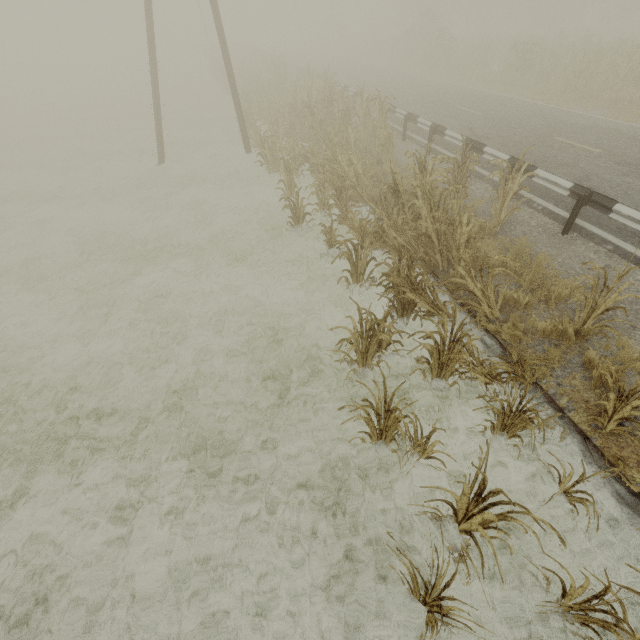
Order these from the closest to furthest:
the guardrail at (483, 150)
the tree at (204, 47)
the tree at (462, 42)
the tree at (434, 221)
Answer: the tree at (434, 221), the guardrail at (483, 150), the tree at (462, 42), the tree at (204, 47)

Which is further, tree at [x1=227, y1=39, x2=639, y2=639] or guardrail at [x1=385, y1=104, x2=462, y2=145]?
guardrail at [x1=385, y1=104, x2=462, y2=145]

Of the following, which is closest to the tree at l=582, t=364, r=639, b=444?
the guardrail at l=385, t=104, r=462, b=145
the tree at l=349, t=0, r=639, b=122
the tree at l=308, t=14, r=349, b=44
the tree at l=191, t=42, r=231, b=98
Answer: the guardrail at l=385, t=104, r=462, b=145

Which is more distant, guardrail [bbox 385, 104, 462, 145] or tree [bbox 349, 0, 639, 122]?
tree [bbox 349, 0, 639, 122]

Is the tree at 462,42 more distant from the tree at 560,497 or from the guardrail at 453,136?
the tree at 560,497

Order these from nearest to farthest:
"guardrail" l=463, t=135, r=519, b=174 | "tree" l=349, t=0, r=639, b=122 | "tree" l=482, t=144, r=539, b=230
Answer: "tree" l=482, t=144, r=539, b=230
"guardrail" l=463, t=135, r=519, b=174
"tree" l=349, t=0, r=639, b=122

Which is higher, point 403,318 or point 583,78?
point 583,78

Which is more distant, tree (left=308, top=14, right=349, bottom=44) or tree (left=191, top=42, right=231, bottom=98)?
tree (left=308, top=14, right=349, bottom=44)
